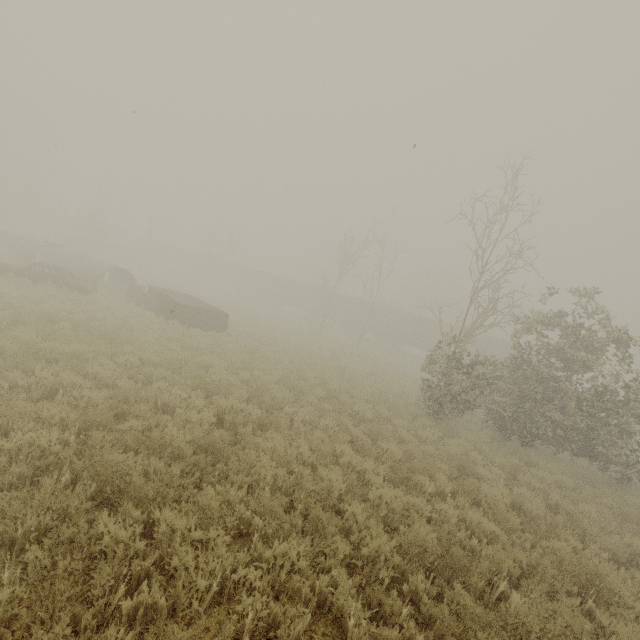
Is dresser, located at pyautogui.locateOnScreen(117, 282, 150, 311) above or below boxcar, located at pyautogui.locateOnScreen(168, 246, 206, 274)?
below

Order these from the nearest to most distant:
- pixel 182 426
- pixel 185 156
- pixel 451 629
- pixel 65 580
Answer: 1. pixel 65 580
2. pixel 451 629
3. pixel 182 426
4. pixel 185 156

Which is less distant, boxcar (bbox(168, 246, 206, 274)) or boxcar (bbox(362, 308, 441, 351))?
boxcar (bbox(362, 308, 441, 351))

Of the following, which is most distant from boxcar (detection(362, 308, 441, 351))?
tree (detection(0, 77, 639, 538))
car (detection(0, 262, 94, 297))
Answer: car (detection(0, 262, 94, 297))

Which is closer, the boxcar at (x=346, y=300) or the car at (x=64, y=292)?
the car at (x=64, y=292)

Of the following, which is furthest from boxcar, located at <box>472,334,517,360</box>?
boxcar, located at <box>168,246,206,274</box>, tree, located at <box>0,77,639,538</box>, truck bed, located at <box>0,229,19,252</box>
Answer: truck bed, located at <box>0,229,19,252</box>

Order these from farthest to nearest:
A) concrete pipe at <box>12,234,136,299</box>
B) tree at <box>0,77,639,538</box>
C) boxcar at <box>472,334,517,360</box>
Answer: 1. boxcar at <box>472,334,517,360</box>
2. concrete pipe at <box>12,234,136,299</box>
3. tree at <box>0,77,639,538</box>

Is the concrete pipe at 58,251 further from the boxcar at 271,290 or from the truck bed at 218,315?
the boxcar at 271,290
